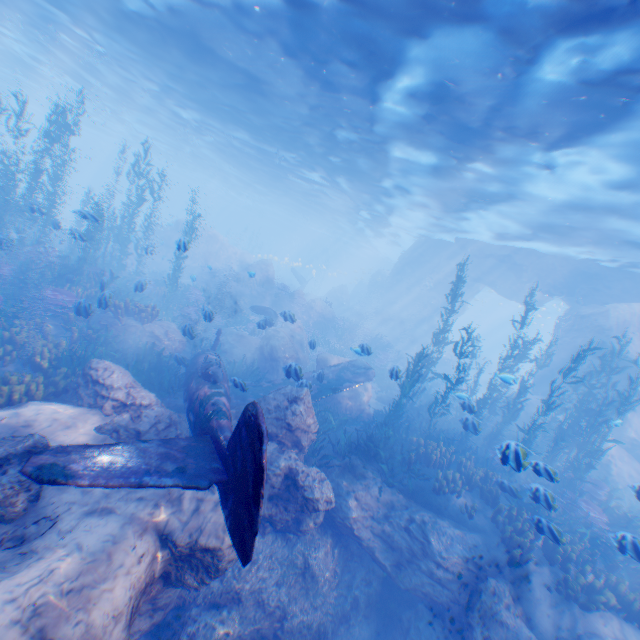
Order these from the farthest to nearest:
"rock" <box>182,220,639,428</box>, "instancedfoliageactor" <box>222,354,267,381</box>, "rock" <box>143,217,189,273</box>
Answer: "rock" <box>143,217,189,273</box>, "rock" <box>182,220,639,428</box>, "instancedfoliageactor" <box>222,354,267,381</box>

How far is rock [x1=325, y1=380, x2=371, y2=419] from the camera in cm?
1409

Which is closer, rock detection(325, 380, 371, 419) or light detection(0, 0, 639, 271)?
light detection(0, 0, 639, 271)

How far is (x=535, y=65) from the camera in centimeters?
852cm

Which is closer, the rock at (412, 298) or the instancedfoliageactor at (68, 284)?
the instancedfoliageactor at (68, 284)

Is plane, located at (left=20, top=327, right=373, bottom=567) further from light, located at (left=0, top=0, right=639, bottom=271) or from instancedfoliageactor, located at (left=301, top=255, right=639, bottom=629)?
Result: light, located at (left=0, top=0, right=639, bottom=271)

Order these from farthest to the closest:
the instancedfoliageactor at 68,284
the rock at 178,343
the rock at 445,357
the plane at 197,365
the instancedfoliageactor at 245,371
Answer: the rock at 445,357 < the instancedfoliageactor at 245,371 < the rock at 178,343 < the instancedfoliageactor at 68,284 < the plane at 197,365

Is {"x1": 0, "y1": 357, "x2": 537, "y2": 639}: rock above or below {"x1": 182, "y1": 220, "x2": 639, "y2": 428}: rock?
below
